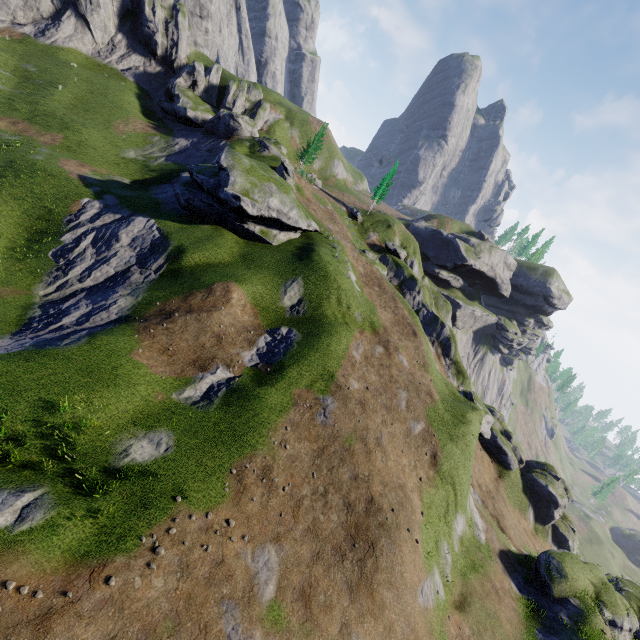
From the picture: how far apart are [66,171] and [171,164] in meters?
15.0 m
